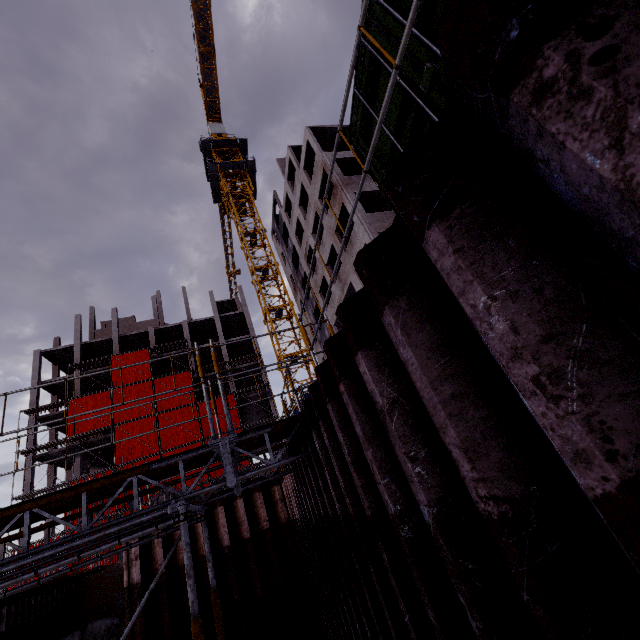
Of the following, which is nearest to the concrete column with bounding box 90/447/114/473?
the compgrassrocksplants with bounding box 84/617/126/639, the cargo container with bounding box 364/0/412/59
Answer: the compgrassrocksplants with bounding box 84/617/126/639

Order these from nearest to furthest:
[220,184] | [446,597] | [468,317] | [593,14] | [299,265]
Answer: [593,14]
[468,317]
[446,597]
[299,265]
[220,184]

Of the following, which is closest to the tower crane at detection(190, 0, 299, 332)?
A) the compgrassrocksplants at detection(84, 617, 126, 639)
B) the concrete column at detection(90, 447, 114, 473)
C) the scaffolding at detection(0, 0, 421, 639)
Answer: the scaffolding at detection(0, 0, 421, 639)

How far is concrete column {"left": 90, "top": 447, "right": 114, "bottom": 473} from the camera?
35.1m

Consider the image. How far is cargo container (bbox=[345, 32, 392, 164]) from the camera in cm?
299

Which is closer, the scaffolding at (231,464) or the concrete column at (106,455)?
the scaffolding at (231,464)

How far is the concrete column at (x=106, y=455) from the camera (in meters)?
35.06

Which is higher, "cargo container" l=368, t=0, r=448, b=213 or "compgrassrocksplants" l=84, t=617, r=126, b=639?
"cargo container" l=368, t=0, r=448, b=213
